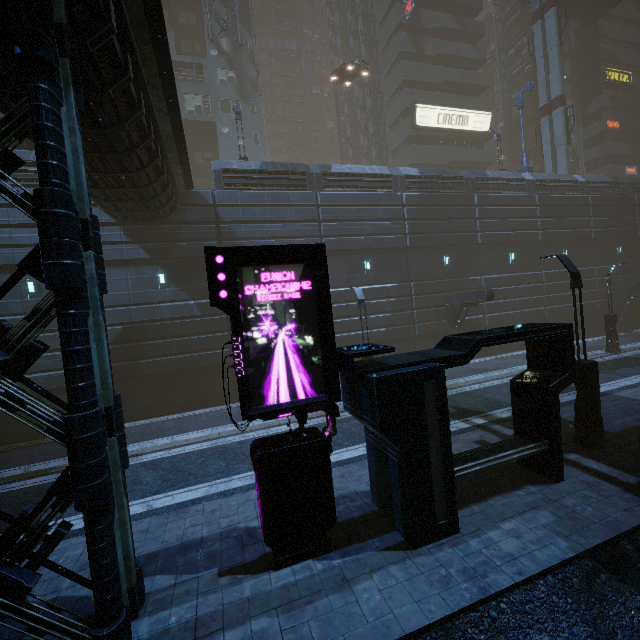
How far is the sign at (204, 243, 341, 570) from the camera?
5.9m

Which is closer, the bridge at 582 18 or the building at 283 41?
the bridge at 582 18

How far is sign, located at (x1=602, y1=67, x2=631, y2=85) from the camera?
41.2m

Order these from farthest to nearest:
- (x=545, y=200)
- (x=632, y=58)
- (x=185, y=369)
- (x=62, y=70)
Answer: (x=632, y=58)
(x=545, y=200)
(x=185, y=369)
(x=62, y=70)

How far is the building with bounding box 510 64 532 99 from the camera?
44.2 meters

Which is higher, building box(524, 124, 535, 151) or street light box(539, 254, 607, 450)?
building box(524, 124, 535, 151)

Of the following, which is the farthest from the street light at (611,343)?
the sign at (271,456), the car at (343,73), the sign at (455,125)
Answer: the sign at (271,456)

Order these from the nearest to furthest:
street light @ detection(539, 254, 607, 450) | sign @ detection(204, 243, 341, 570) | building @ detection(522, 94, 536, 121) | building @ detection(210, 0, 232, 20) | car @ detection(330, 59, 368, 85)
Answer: sign @ detection(204, 243, 341, 570), street light @ detection(539, 254, 607, 450), car @ detection(330, 59, 368, 85), building @ detection(210, 0, 232, 20), building @ detection(522, 94, 536, 121)
